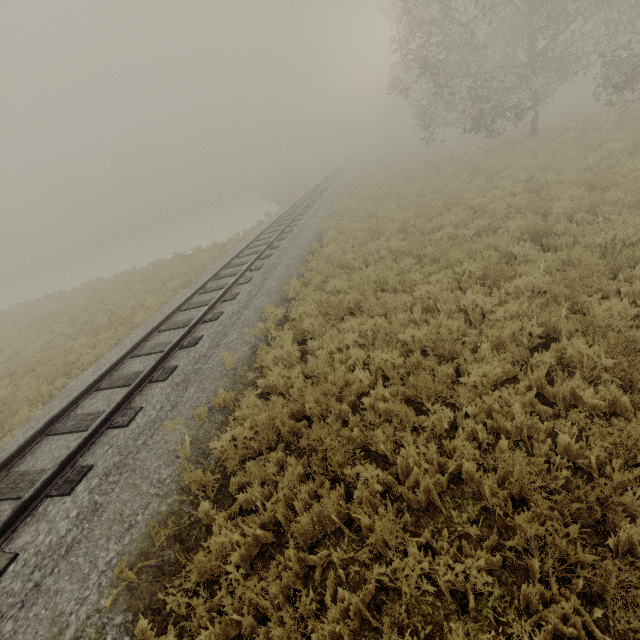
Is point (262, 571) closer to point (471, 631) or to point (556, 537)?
point (471, 631)
